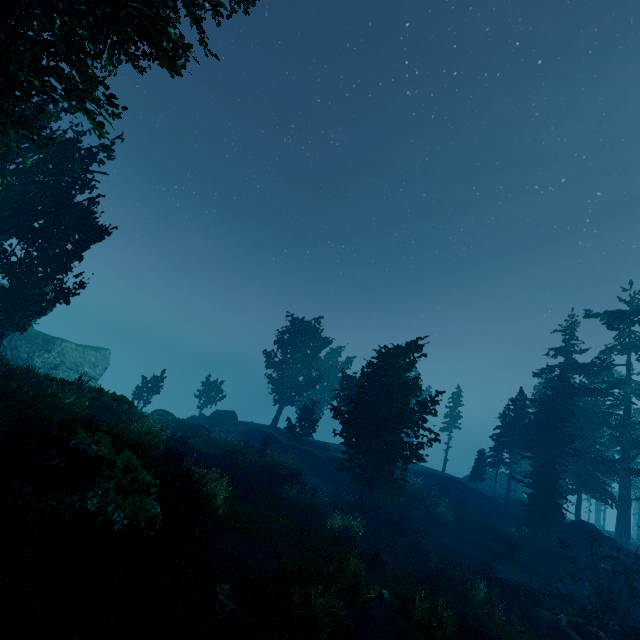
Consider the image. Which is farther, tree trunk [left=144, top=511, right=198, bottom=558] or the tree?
the tree

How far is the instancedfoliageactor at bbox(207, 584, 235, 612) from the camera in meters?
8.0 m

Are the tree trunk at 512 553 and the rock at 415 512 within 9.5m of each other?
yes

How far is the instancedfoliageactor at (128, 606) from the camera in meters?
6.6

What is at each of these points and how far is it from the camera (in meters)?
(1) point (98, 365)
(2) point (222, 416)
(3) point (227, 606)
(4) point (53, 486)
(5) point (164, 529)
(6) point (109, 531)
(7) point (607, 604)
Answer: (1) rock, 41.62
(2) rock, 41.25
(3) instancedfoliageactor, 8.09
(4) rock, 8.48
(5) tree trunk, 8.73
(6) instancedfoliageactor, 8.30
(7) tree, 14.52

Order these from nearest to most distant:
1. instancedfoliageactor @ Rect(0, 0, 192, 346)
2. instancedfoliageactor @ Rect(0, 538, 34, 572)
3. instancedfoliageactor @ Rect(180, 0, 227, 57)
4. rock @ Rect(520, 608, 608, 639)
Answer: instancedfoliageactor @ Rect(0, 538, 34, 572) → instancedfoliageactor @ Rect(0, 0, 192, 346) → instancedfoliageactor @ Rect(180, 0, 227, 57) → rock @ Rect(520, 608, 608, 639)

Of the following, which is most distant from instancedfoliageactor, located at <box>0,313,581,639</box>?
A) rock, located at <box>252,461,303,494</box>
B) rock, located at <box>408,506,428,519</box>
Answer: rock, located at <box>408,506,428,519</box>

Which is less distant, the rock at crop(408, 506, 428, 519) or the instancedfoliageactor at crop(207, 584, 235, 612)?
the instancedfoliageactor at crop(207, 584, 235, 612)
